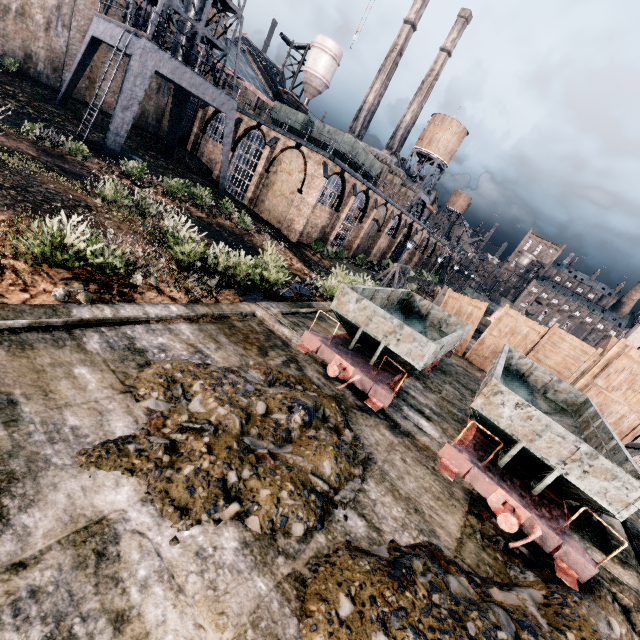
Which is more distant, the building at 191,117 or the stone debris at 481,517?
the building at 191,117

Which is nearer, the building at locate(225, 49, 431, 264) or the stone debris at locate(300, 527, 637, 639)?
the stone debris at locate(300, 527, 637, 639)

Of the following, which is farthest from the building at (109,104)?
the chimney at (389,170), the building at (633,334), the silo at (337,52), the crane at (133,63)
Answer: the building at (633,334)

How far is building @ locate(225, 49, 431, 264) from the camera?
30.5 meters

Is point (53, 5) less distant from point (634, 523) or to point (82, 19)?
point (82, 19)

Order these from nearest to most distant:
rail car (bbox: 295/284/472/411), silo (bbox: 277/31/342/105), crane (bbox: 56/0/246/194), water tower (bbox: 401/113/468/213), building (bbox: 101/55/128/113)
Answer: rail car (bbox: 295/284/472/411)
crane (bbox: 56/0/246/194)
building (bbox: 101/55/128/113)
silo (bbox: 277/31/342/105)
water tower (bbox: 401/113/468/213)

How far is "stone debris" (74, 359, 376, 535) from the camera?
4.3m

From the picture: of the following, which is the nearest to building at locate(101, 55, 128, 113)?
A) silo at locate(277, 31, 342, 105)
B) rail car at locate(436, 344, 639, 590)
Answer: silo at locate(277, 31, 342, 105)
